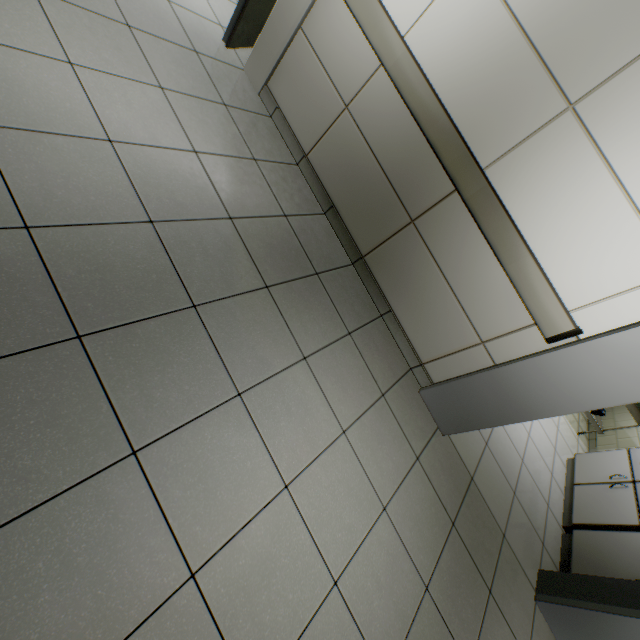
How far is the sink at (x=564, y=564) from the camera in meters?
2.9 m

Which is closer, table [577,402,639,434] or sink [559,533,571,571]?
sink [559,533,571,571]

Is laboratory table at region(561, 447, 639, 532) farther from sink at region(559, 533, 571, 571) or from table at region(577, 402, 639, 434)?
table at region(577, 402, 639, 434)

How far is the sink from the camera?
2.9 meters

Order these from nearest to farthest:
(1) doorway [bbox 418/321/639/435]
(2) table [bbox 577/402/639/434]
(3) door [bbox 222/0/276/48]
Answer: (1) doorway [bbox 418/321/639/435]
(3) door [bbox 222/0/276/48]
(2) table [bbox 577/402/639/434]

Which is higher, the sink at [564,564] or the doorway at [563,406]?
the doorway at [563,406]

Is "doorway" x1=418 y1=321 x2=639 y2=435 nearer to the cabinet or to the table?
the cabinet

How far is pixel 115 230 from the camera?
1.52m
